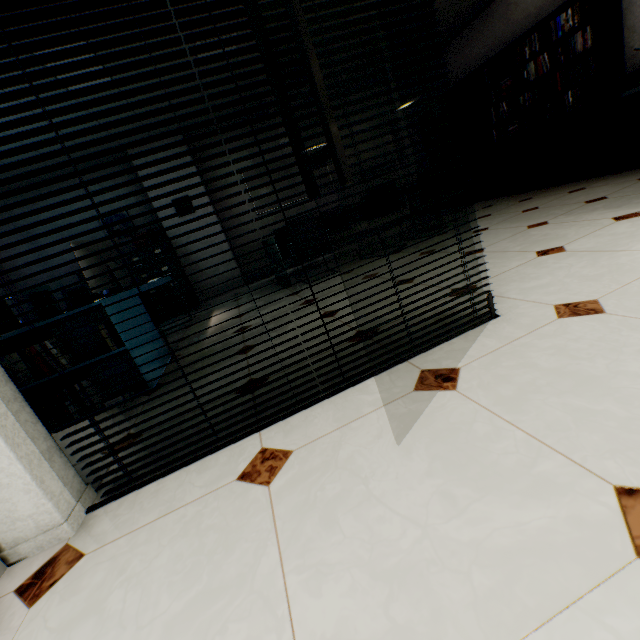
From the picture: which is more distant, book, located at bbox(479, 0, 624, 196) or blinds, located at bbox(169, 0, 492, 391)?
book, located at bbox(479, 0, 624, 196)

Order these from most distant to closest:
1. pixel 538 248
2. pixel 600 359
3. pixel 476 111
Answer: pixel 476 111
pixel 538 248
pixel 600 359

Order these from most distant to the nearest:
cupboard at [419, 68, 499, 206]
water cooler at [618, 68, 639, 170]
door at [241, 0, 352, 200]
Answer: cupboard at [419, 68, 499, 206]
water cooler at [618, 68, 639, 170]
door at [241, 0, 352, 200]

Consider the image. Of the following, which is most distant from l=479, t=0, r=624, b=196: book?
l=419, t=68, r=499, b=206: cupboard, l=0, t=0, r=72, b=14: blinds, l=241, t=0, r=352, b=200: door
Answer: l=241, t=0, r=352, b=200: door

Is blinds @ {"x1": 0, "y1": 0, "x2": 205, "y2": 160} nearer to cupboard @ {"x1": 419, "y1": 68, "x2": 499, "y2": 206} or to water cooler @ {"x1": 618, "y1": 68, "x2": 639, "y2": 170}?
water cooler @ {"x1": 618, "y1": 68, "x2": 639, "y2": 170}

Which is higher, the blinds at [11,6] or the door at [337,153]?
the blinds at [11,6]

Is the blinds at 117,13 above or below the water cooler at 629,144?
above

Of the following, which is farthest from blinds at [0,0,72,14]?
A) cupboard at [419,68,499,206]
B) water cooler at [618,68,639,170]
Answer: cupboard at [419,68,499,206]
